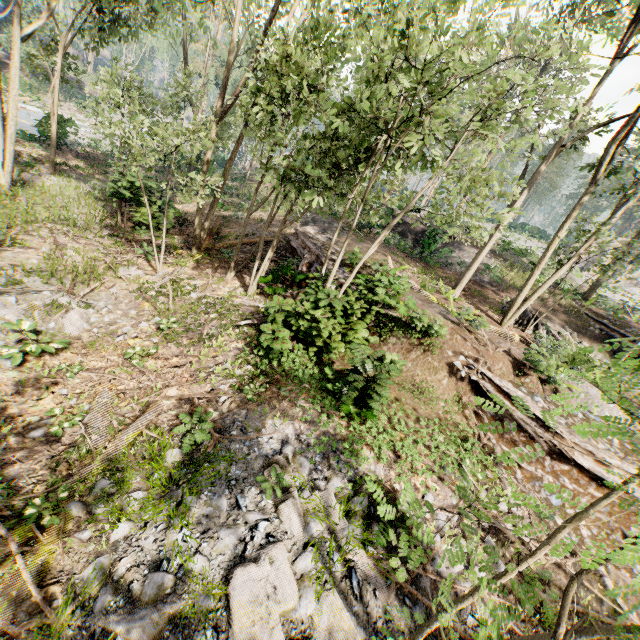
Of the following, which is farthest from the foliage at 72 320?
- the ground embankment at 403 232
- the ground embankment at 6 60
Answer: the ground embankment at 403 232

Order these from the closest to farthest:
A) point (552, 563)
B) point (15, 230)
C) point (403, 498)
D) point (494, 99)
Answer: point (403, 498) → point (552, 563) → point (494, 99) → point (15, 230)

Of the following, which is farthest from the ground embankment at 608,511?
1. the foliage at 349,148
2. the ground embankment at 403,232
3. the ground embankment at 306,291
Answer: the ground embankment at 403,232

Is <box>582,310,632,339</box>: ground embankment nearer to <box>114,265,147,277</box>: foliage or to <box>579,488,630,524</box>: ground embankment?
<box>114,265,147,277</box>: foliage

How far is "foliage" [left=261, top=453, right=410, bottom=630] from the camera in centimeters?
522cm

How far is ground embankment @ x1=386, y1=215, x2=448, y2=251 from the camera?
21.3 meters

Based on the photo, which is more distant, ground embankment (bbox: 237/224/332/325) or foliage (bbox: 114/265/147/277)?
foliage (bbox: 114/265/147/277)
